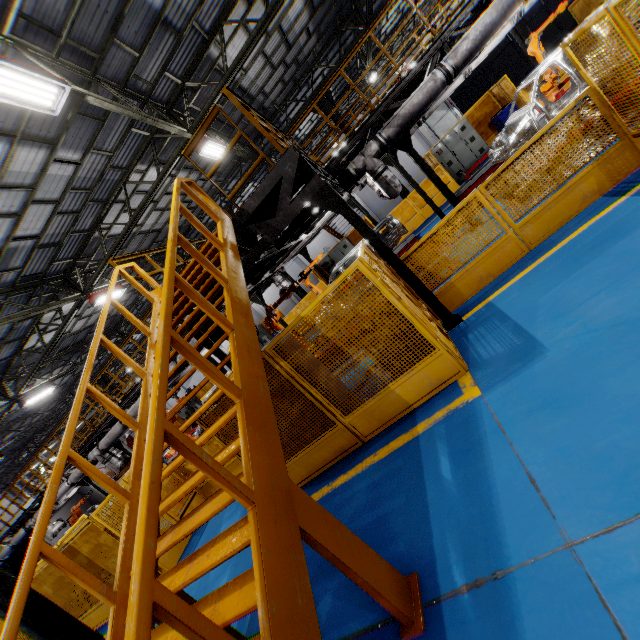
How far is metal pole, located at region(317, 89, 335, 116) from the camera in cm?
1563

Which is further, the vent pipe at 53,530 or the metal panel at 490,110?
the vent pipe at 53,530

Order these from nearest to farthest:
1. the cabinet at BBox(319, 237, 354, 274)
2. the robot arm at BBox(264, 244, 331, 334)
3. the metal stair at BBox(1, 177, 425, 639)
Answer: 1. the metal stair at BBox(1, 177, 425, 639)
2. the robot arm at BBox(264, 244, 331, 334)
3. the cabinet at BBox(319, 237, 354, 274)

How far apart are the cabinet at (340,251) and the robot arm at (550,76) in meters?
9.1

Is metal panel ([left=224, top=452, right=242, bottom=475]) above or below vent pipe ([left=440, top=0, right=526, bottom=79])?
below

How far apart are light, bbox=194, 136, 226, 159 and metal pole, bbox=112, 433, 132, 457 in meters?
11.8

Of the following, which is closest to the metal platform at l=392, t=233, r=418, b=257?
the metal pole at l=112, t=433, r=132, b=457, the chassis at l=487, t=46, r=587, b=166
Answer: the chassis at l=487, t=46, r=587, b=166

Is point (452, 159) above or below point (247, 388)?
below
